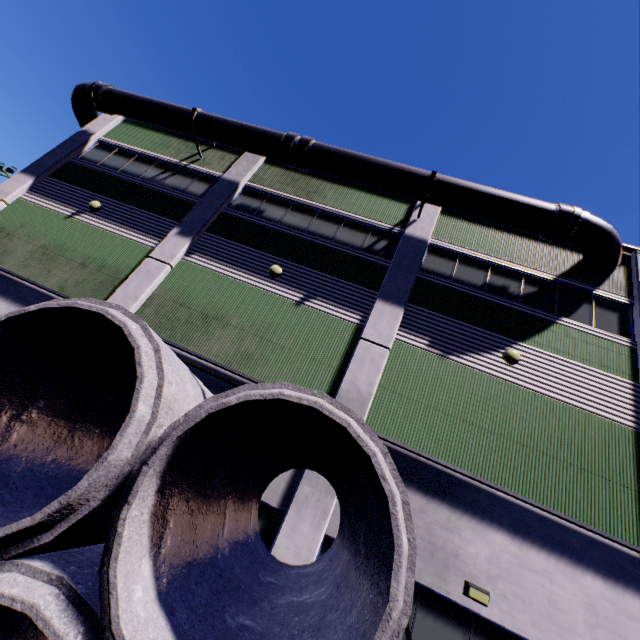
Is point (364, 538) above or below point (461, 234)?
below

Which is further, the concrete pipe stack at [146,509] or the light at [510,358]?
the light at [510,358]

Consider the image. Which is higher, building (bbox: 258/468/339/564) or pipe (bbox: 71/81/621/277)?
pipe (bbox: 71/81/621/277)

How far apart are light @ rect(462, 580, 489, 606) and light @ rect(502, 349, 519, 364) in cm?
562

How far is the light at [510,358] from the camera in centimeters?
943cm

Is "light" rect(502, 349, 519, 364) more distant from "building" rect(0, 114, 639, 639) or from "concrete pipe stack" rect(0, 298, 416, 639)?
"concrete pipe stack" rect(0, 298, 416, 639)
